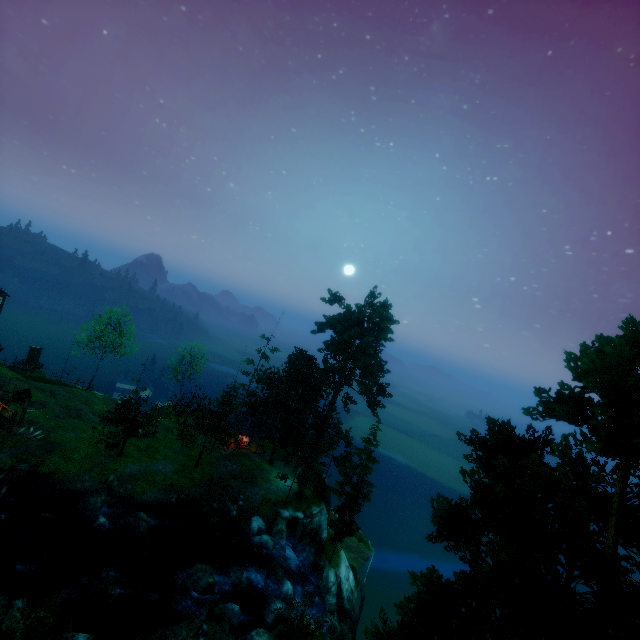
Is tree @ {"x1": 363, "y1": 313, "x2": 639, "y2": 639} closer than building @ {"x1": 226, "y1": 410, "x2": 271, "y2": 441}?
Yes

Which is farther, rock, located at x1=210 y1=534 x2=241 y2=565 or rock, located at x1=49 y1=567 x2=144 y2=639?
rock, located at x1=210 y1=534 x2=241 y2=565

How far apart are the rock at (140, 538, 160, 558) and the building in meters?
14.1

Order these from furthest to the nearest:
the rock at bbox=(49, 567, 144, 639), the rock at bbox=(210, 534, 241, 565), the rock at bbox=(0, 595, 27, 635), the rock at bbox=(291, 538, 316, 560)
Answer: the rock at bbox=(291, 538, 316, 560), the rock at bbox=(210, 534, 241, 565), the rock at bbox=(49, 567, 144, 639), the rock at bbox=(0, 595, 27, 635)

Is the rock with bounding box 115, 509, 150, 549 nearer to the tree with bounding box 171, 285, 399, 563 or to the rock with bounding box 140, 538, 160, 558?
the rock with bounding box 140, 538, 160, 558

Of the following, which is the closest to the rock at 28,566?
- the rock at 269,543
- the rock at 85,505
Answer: the rock at 85,505

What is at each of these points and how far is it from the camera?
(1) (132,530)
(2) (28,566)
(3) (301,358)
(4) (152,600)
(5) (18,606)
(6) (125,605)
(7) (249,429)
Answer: (1) rock, 26.1 meters
(2) rock, 21.0 meters
(3) tree, 37.6 meters
(4) rock, 22.2 meters
(5) rock, 18.0 meters
(6) rock, 21.0 meters
(7) building, 41.4 meters

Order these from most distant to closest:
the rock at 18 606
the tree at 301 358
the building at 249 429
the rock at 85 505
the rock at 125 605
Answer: the building at 249 429
the tree at 301 358
the rock at 85 505
the rock at 125 605
the rock at 18 606
